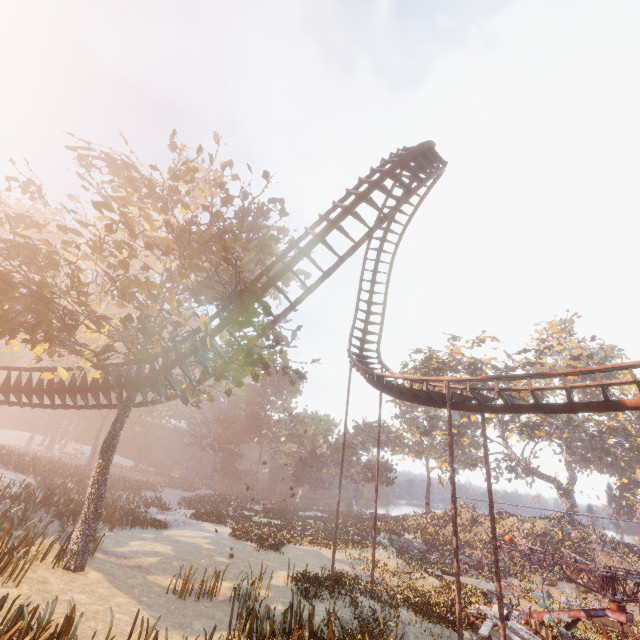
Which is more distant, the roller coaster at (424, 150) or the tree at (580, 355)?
the tree at (580, 355)

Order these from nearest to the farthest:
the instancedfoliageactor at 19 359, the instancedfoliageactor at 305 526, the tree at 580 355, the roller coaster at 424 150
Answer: the roller coaster at 424 150 → the instancedfoliageactor at 305 526 → the tree at 580 355 → the instancedfoliageactor at 19 359

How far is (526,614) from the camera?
16.61m

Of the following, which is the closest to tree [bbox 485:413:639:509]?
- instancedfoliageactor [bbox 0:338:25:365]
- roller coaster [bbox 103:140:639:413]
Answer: instancedfoliageactor [bbox 0:338:25:365]

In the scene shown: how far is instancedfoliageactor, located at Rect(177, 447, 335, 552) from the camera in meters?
24.9 m

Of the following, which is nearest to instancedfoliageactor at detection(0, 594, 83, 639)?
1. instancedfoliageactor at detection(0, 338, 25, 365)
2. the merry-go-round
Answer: A: the merry-go-round

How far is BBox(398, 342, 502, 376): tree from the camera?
40.8m

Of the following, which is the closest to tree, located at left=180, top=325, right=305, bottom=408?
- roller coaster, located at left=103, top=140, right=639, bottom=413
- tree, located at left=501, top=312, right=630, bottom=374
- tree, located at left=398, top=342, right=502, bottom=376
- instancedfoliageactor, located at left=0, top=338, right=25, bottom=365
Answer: roller coaster, located at left=103, top=140, right=639, bottom=413
